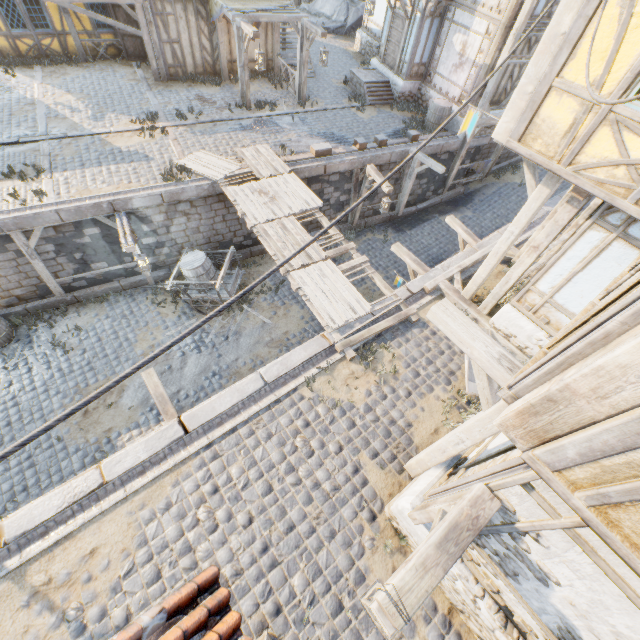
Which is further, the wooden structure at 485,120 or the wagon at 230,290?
the wooden structure at 485,120

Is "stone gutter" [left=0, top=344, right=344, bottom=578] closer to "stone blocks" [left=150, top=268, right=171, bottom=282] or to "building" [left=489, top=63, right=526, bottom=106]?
"stone blocks" [left=150, top=268, right=171, bottom=282]

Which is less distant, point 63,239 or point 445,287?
point 445,287

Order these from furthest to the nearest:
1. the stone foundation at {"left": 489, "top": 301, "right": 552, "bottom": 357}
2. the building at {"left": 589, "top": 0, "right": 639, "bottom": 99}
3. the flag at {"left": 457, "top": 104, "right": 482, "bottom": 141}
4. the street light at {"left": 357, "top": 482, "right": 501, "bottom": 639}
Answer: the stone foundation at {"left": 489, "top": 301, "right": 552, "bottom": 357}
the flag at {"left": 457, "top": 104, "right": 482, "bottom": 141}
the building at {"left": 589, "top": 0, "right": 639, "bottom": 99}
the street light at {"left": 357, "top": 482, "right": 501, "bottom": 639}

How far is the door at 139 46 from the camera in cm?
1515

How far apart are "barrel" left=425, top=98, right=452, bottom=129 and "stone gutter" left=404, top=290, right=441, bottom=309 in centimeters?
990cm

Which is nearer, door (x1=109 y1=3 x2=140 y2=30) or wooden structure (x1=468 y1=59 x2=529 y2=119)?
wooden structure (x1=468 y1=59 x2=529 y2=119)

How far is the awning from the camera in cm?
1241
